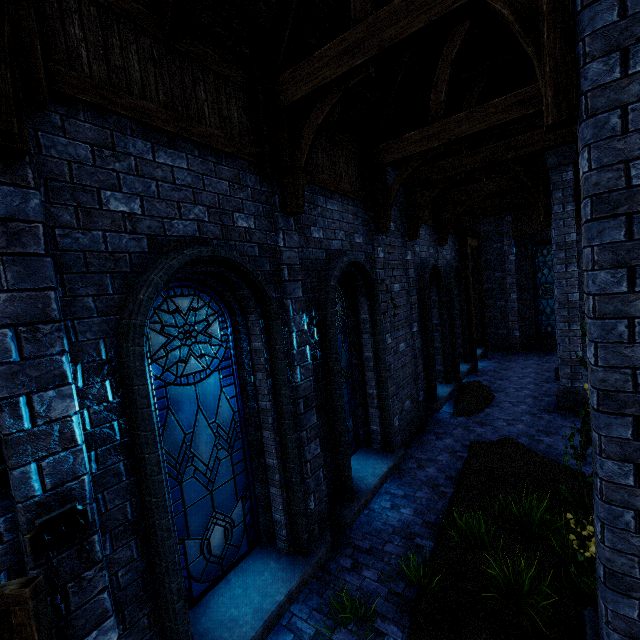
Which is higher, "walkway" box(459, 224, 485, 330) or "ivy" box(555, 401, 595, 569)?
"walkway" box(459, 224, 485, 330)

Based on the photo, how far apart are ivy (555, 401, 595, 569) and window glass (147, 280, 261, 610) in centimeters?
356cm

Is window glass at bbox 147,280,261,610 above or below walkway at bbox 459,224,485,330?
below

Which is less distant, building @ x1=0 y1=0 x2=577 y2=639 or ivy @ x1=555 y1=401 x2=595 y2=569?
building @ x1=0 y1=0 x2=577 y2=639

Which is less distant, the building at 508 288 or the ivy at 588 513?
the building at 508 288

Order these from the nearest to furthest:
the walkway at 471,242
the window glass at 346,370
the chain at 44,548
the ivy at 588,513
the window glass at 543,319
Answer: the chain at 44,548 < the ivy at 588,513 < the window glass at 346,370 < the walkway at 471,242 < the window glass at 543,319

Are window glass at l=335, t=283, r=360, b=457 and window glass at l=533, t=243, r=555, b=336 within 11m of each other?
no

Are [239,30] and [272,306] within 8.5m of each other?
yes
